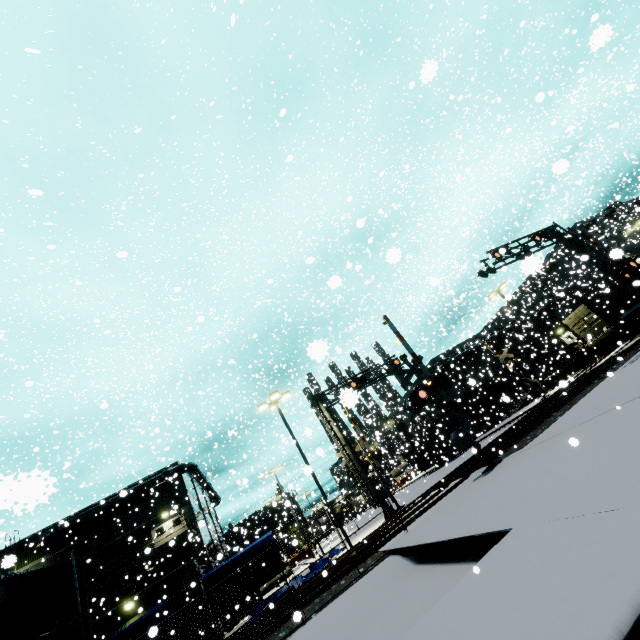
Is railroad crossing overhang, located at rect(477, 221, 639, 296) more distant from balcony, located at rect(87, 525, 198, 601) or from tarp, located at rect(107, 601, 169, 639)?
balcony, located at rect(87, 525, 198, 601)

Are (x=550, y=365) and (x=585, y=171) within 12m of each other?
no

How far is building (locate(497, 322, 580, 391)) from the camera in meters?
33.3 m

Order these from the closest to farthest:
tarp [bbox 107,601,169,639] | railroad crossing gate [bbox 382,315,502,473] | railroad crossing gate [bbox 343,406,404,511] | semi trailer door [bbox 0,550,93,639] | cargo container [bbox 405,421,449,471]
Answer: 1. semi trailer door [bbox 0,550,93,639]
2. railroad crossing gate [bbox 382,315,502,473]
3. tarp [bbox 107,601,169,639]
4. railroad crossing gate [bbox 343,406,404,511]
5. cargo container [bbox 405,421,449,471]

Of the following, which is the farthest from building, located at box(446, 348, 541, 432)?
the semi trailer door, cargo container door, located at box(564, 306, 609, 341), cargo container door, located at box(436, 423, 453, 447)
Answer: the semi trailer door

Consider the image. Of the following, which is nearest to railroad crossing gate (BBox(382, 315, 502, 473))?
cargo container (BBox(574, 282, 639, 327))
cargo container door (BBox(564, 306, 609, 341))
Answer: cargo container (BBox(574, 282, 639, 327))

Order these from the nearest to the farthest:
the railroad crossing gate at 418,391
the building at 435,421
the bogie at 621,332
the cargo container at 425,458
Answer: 1. the railroad crossing gate at 418,391
2. the bogie at 621,332
3. the cargo container at 425,458
4. the building at 435,421

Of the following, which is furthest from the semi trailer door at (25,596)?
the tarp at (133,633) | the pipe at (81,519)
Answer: the tarp at (133,633)
